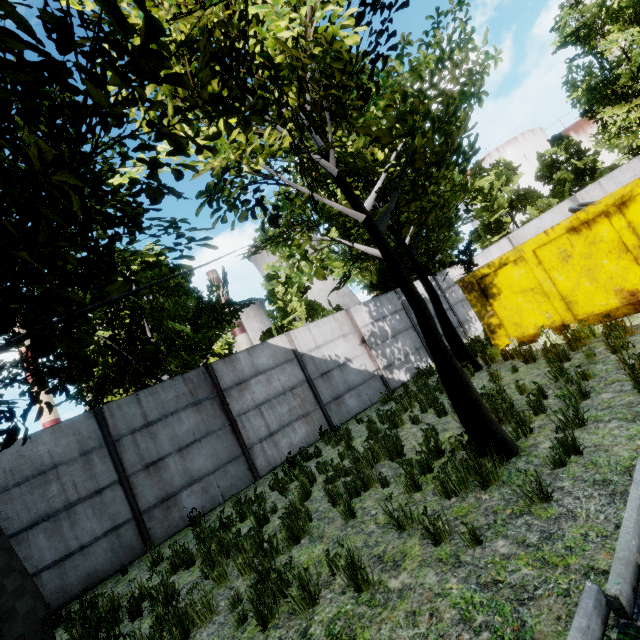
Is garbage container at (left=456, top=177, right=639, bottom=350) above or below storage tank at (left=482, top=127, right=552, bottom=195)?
below

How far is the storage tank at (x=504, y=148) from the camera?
40.2m

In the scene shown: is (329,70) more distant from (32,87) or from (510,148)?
(510,148)

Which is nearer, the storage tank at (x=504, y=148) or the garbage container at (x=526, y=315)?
the garbage container at (x=526, y=315)

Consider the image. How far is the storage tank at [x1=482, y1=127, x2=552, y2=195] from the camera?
40.2m

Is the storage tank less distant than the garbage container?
No
